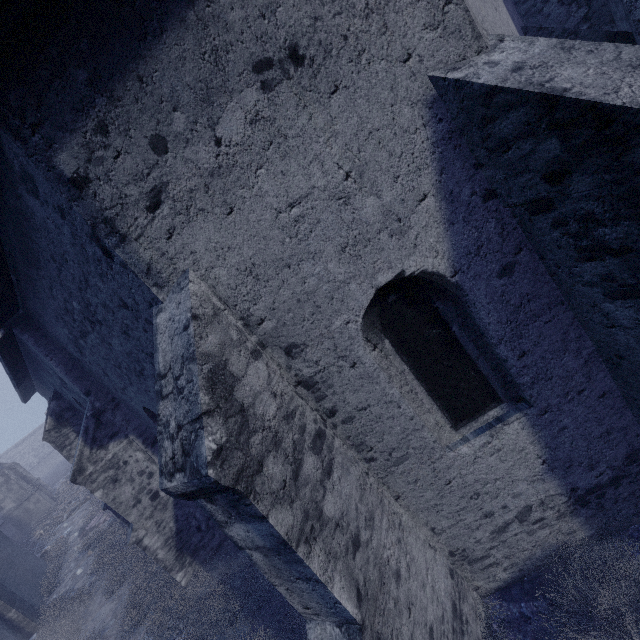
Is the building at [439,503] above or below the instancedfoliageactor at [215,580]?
above

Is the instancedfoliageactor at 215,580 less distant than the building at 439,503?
No

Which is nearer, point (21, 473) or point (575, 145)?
point (575, 145)

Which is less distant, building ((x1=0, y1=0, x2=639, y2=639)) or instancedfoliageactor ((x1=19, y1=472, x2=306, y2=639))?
building ((x1=0, y1=0, x2=639, y2=639))

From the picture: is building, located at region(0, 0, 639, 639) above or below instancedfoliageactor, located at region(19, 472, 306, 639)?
above
